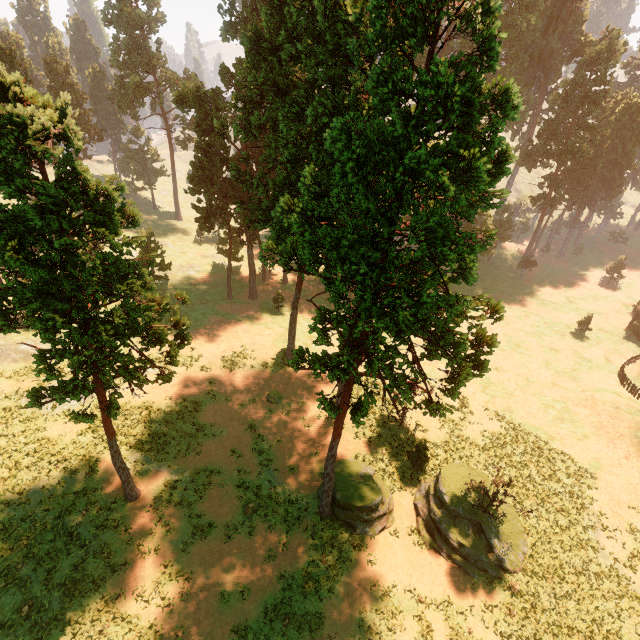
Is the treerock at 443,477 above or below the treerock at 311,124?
below

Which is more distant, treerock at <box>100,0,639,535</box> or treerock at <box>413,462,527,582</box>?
treerock at <box>413,462,527,582</box>

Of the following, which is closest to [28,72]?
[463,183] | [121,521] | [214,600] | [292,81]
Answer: [292,81]

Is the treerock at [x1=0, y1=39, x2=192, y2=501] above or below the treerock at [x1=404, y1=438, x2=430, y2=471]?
above

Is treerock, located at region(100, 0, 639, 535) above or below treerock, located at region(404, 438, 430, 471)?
above

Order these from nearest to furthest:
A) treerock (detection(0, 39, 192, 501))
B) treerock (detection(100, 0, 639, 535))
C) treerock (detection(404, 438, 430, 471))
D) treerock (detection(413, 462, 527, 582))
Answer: treerock (detection(100, 0, 639, 535)) < treerock (detection(0, 39, 192, 501)) < treerock (detection(413, 462, 527, 582)) < treerock (detection(404, 438, 430, 471))

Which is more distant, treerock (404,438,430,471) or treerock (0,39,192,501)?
treerock (404,438,430,471)

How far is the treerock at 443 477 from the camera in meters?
21.7 m
